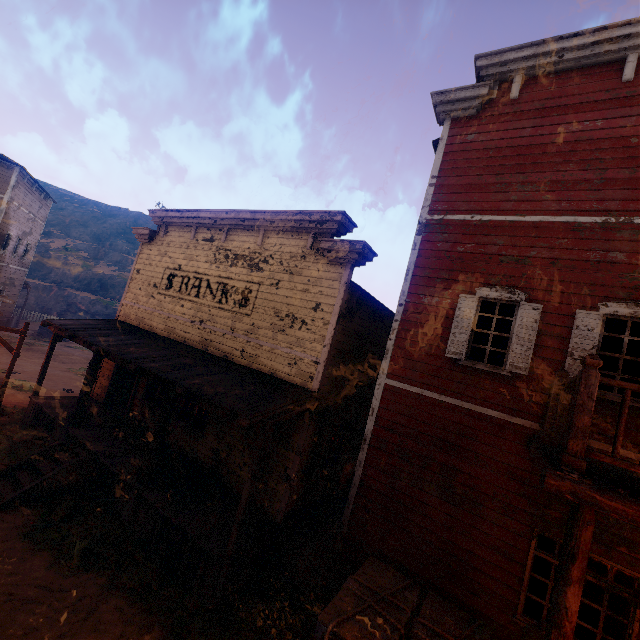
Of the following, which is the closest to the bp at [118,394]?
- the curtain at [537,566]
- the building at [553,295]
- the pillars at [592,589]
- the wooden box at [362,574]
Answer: the building at [553,295]

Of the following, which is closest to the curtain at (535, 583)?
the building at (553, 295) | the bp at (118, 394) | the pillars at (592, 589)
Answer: the building at (553, 295)

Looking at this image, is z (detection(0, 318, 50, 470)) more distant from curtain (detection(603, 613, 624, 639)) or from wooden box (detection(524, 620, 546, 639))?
curtain (detection(603, 613, 624, 639))

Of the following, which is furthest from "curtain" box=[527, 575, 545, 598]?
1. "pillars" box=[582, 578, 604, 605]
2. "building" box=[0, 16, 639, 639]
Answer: "pillars" box=[582, 578, 604, 605]

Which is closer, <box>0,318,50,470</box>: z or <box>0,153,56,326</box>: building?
<box>0,318,50,470</box>: z

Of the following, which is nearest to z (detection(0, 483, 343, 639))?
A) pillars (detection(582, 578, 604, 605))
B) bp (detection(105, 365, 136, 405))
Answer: bp (detection(105, 365, 136, 405))

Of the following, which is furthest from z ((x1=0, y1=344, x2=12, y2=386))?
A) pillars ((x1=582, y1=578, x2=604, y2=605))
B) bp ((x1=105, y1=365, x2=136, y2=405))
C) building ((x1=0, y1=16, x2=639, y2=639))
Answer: pillars ((x1=582, y1=578, x2=604, y2=605))

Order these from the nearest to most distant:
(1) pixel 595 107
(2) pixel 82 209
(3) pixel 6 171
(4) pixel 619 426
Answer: (4) pixel 619 426 < (1) pixel 595 107 < (3) pixel 6 171 < (2) pixel 82 209
